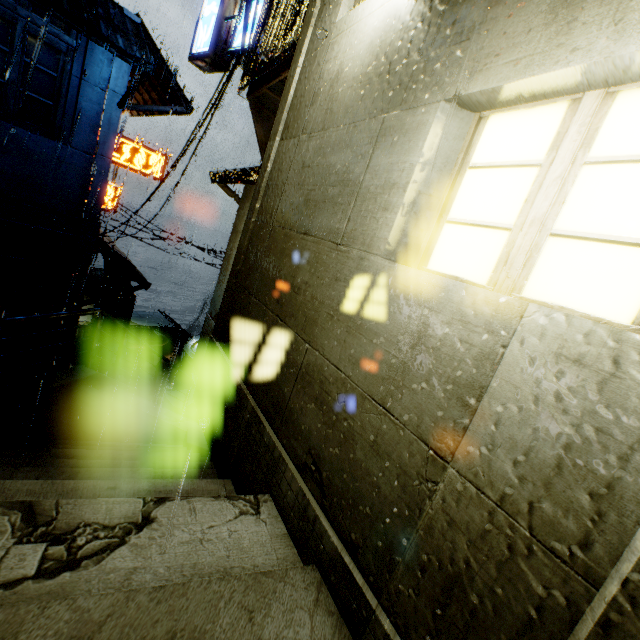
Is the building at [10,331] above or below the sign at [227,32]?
below

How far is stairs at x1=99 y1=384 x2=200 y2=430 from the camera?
7.9m

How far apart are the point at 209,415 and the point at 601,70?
3.5m

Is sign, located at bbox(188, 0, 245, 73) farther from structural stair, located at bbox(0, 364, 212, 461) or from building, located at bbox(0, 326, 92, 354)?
structural stair, located at bbox(0, 364, 212, 461)

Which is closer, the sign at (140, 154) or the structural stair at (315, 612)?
the structural stair at (315, 612)

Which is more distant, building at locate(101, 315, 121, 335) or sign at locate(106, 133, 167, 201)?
building at locate(101, 315, 121, 335)

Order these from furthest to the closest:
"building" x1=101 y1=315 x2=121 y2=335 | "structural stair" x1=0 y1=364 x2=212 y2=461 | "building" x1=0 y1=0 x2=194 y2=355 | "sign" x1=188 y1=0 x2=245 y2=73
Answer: "building" x1=101 y1=315 x2=121 y2=335, "building" x1=0 y1=0 x2=194 y2=355, "sign" x1=188 y1=0 x2=245 y2=73, "structural stair" x1=0 y1=364 x2=212 y2=461

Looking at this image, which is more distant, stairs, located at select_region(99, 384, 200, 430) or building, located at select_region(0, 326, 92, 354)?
building, located at select_region(0, 326, 92, 354)
